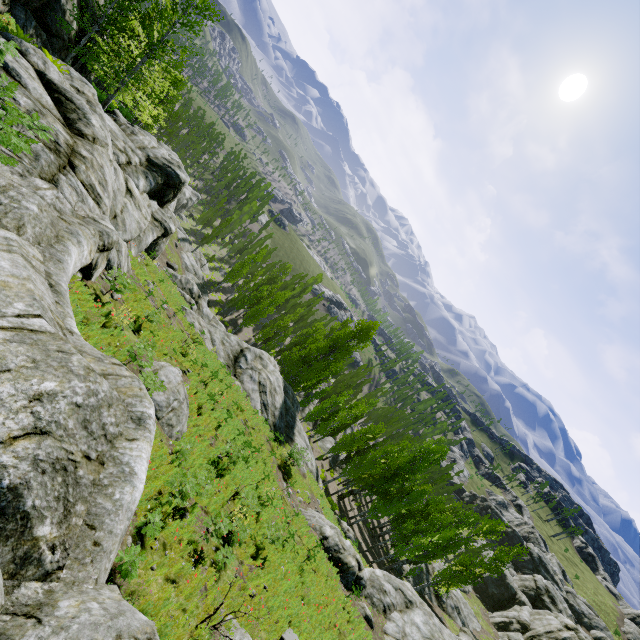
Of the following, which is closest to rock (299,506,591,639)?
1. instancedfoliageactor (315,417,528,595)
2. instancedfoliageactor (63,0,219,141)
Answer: instancedfoliageactor (63,0,219,141)

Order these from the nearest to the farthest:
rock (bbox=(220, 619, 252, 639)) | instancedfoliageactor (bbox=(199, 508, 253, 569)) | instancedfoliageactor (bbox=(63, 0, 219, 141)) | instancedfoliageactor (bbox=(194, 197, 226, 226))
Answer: rock (bbox=(220, 619, 252, 639)) → instancedfoliageactor (bbox=(199, 508, 253, 569)) → instancedfoliageactor (bbox=(63, 0, 219, 141)) → instancedfoliageactor (bbox=(194, 197, 226, 226))

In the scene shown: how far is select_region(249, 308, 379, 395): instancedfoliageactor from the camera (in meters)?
37.25

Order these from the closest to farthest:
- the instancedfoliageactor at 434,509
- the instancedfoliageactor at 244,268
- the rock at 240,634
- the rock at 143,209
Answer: the rock at 143,209, the rock at 240,634, the instancedfoliageactor at 434,509, the instancedfoliageactor at 244,268

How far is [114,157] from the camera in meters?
18.4 m

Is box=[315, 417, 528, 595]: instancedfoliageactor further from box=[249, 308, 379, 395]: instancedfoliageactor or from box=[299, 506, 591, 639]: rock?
box=[299, 506, 591, 639]: rock

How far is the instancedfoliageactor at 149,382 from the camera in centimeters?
966cm
